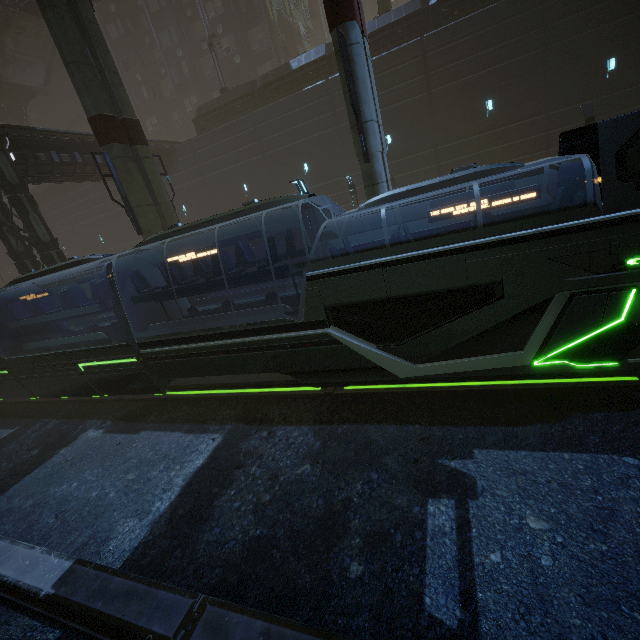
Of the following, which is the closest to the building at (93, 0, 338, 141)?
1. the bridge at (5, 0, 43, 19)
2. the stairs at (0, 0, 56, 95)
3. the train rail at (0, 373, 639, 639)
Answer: the train rail at (0, 373, 639, 639)

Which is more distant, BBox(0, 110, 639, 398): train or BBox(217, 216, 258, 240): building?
BBox(217, 216, 258, 240): building

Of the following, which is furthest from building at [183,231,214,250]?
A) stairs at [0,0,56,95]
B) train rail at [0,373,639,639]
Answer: stairs at [0,0,56,95]

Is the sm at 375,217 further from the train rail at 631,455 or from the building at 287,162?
the train rail at 631,455

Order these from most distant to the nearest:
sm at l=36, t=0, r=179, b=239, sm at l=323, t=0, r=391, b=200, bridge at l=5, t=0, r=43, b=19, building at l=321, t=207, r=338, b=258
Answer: bridge at l=5, t=0, r=43, b=19
building at l=321, t=207, r=338, b=258
sm at l=36, t=0, r=179, b=239
sm at l=323, t=0, r=391, b=200

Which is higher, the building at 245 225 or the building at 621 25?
the building at 621 25

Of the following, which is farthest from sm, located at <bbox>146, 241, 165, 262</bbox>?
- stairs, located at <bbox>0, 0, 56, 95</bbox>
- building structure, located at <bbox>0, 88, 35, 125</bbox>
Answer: stairs, located at <bbox>0, 0, 56, 95</bbox>

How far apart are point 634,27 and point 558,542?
24.18m
